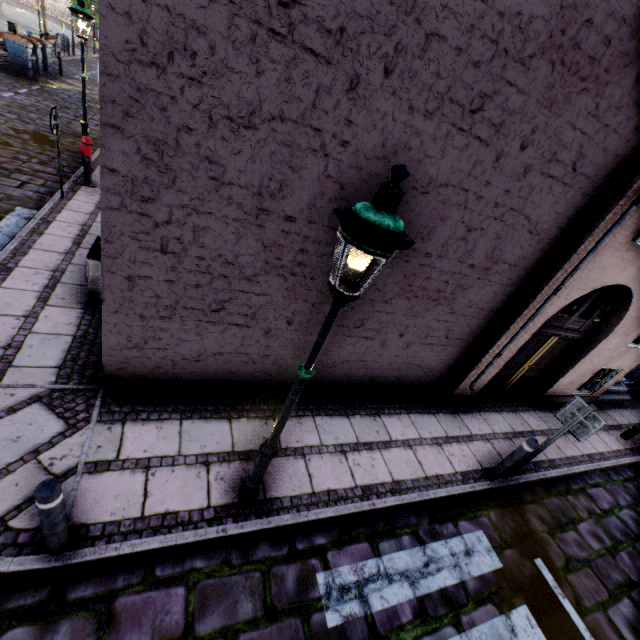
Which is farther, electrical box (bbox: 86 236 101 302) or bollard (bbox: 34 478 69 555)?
electrical box (bbox: 86 236 101 302)

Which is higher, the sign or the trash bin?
the sign

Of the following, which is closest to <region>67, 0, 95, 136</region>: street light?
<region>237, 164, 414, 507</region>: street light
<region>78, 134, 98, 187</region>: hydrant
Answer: <region>78, 134, 98, 187</region>: hydrant

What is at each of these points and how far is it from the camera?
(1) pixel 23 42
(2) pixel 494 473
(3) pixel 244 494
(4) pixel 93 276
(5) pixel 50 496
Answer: (1) trash bin, 15.0m
(2) bollard, 5.4m
(3) street light, 3.6m
(4) electrical box, 5.2m
(5) bollard, 2.4m

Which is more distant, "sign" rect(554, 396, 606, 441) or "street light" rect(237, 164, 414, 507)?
"sign" rect(554, 396, 606, 441)

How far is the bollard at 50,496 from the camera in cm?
235

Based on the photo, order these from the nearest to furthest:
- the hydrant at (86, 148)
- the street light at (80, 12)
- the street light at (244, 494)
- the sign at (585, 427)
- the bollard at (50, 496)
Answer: the street light at (244, 494), the bollard at (50, 496), the sign at (585, 427), the street light at (80, 12), the hydrant at (86, 148)

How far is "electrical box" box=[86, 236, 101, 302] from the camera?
5.12m
